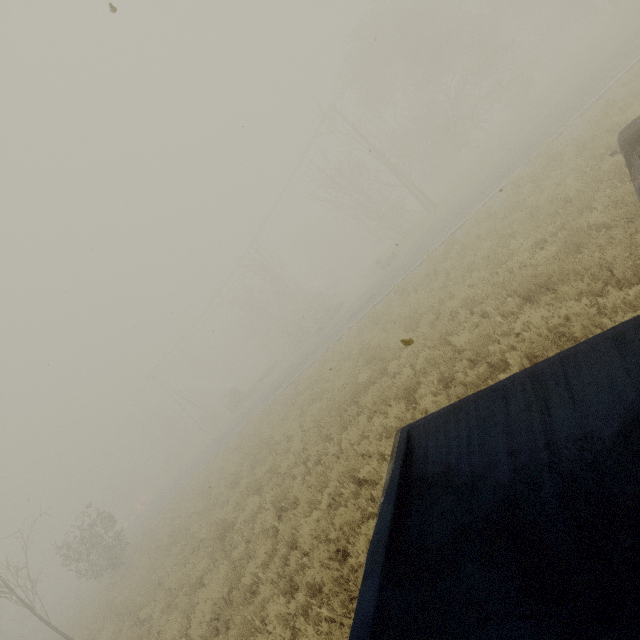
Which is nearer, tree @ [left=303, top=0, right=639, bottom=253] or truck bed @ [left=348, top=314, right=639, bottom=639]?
truck bed @ [left=348, top=314, right=639, bottom=639]

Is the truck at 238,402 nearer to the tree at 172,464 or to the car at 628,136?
the tree at 172,464

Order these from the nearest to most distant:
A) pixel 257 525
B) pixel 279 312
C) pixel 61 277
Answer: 1. pixel 257 525
2. pixel 61 277
3. pixel 279 312

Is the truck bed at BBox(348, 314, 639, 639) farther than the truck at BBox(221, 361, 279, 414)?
No

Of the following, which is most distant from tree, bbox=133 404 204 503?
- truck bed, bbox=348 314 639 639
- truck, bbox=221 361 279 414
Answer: truck bed, bbox=348 314 639 639

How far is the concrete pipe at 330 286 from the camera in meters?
54.6 m

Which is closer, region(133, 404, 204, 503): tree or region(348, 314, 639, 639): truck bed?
region(348, 314, 639, 639): truck bed

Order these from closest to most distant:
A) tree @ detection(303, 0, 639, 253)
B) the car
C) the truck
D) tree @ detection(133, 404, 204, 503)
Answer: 1. the car
2. tree @ detection(303, 0, 639, 253)
3. the truck
4. tree @ detection(133, 404, 204, 503)
